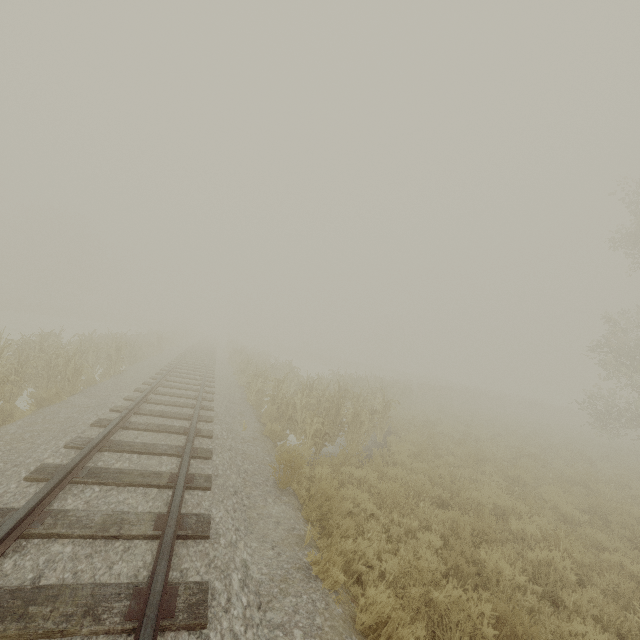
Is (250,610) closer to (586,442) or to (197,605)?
(197,605)
